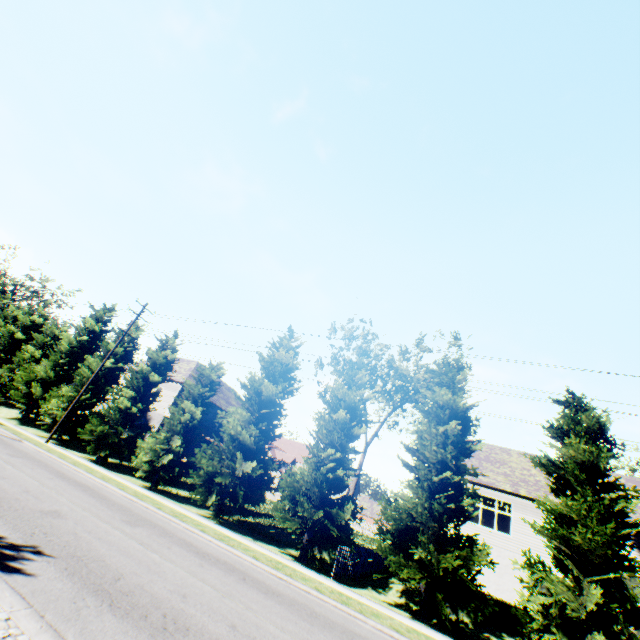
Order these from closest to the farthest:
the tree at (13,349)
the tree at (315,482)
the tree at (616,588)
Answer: the tree at (616,588) → the tree at (315,482) → the tree at (13,349)

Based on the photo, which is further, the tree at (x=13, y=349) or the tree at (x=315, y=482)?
the tree at (x=13, y=349)

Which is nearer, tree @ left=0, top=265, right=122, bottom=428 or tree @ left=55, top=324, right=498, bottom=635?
tree @ left=55, top=324, right=498, bottom=635

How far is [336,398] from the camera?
19.00m

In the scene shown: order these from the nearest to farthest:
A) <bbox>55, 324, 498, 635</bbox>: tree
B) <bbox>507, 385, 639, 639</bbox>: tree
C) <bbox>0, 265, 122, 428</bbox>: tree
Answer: <bbox>507, 385, 639, 639</bbox>: tree
<bbox>55, 324, 498, 635</bbox>: tree
<bbox>0, 265, 122, 428</bbox>: tree
